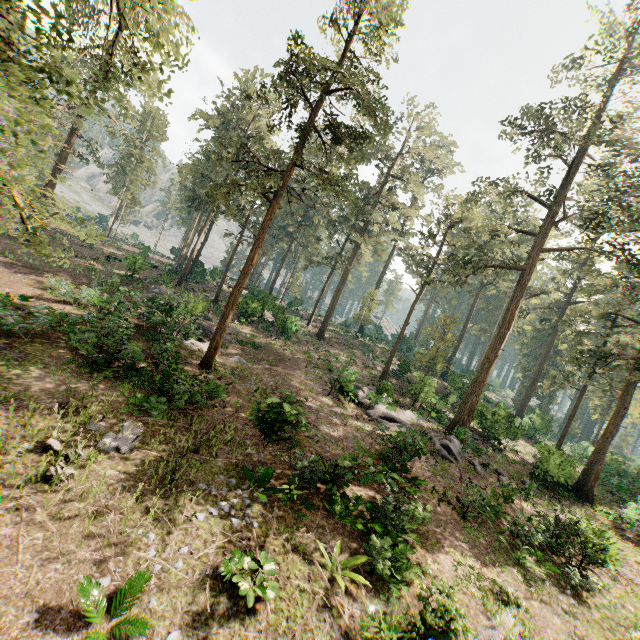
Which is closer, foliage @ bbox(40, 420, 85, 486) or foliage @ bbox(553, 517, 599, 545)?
foliage @ bbox(40, 420, 85, 486)

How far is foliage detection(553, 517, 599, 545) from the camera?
13.4 meters

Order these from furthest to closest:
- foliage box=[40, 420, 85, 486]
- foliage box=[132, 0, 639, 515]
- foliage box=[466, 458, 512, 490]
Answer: foliage box=[466, 458, 512, 490]
foliage box=[132, 0, 639, 515]
foliage box=[40, 420, 85, 486]

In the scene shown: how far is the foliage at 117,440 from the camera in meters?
9.7 m

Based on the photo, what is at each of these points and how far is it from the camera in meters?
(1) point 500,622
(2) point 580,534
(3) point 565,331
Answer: (1) foliage, 9.0 m
(2) foliage, 13.8 m
(3) foliage, 47.6 m

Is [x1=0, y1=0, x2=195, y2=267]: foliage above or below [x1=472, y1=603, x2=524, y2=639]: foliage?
above
